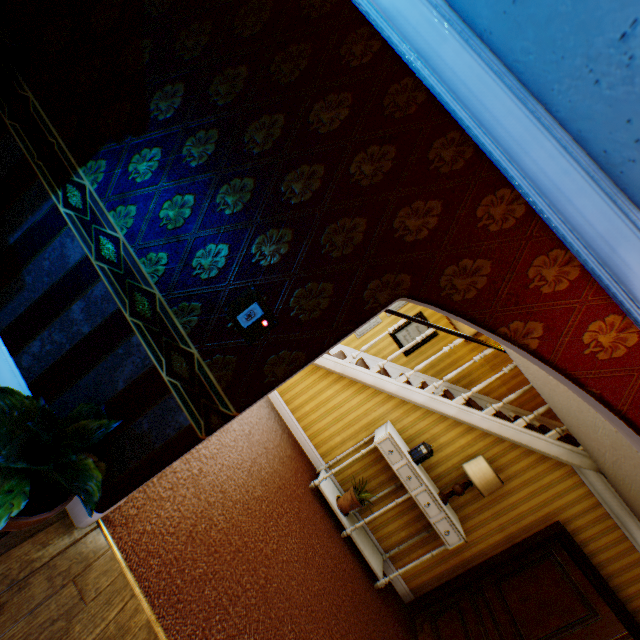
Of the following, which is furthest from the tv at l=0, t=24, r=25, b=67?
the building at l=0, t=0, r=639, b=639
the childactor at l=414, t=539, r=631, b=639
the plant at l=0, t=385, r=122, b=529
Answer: the childactor at l=414, t=539, r=631, b=639

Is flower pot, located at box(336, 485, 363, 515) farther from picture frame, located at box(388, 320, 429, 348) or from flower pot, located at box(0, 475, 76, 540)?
flower pot, located at box(0, 475, 76, 540)

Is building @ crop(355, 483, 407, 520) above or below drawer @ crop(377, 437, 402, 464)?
below

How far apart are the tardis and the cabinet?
0.0 meters

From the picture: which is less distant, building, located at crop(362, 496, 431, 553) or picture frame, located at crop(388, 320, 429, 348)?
building, located at crop(362, 496, 431, 553)

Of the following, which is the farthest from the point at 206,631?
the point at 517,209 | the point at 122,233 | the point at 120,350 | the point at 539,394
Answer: the point at 539,394

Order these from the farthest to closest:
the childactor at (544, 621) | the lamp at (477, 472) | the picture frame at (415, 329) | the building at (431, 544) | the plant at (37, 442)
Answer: the picture frame at (415, 329)
the building at (431, 544)
the lamp at (477, 472)
the childactor at (544, 621)
the plant at (37, 442)

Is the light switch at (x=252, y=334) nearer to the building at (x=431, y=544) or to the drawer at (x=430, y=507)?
the building at (x=431, y=544)
